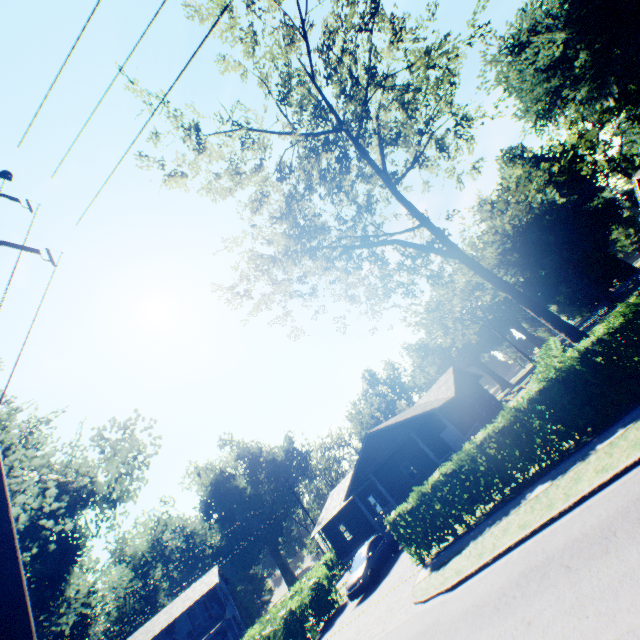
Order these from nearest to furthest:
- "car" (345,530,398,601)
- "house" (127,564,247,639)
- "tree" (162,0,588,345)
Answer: "tree" (162,0,588,345) → "car" (345,530,398,601) → "house" (127,564,247,639)

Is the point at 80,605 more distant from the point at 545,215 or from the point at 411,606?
the point at 545,215

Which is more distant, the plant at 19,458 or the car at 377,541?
the car at 377,541

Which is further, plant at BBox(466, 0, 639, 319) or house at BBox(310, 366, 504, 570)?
plant at BBox(466, 0, 639, 319)

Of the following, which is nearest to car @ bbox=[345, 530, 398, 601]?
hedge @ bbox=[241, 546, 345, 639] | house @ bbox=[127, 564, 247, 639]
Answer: hedge @ bbox=[241, 546, 345, 639]

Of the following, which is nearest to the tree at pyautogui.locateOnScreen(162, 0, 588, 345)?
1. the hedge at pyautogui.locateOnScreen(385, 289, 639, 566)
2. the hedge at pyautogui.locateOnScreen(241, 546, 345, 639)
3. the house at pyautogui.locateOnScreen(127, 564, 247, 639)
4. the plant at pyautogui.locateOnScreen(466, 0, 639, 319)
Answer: the hedge at pyautogui.locateOnScreen(385, 289, 639, 566)

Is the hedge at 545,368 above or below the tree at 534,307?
below

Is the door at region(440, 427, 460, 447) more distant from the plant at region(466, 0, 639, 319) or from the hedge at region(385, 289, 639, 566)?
the plant at region(466, 0, 639, 319)
